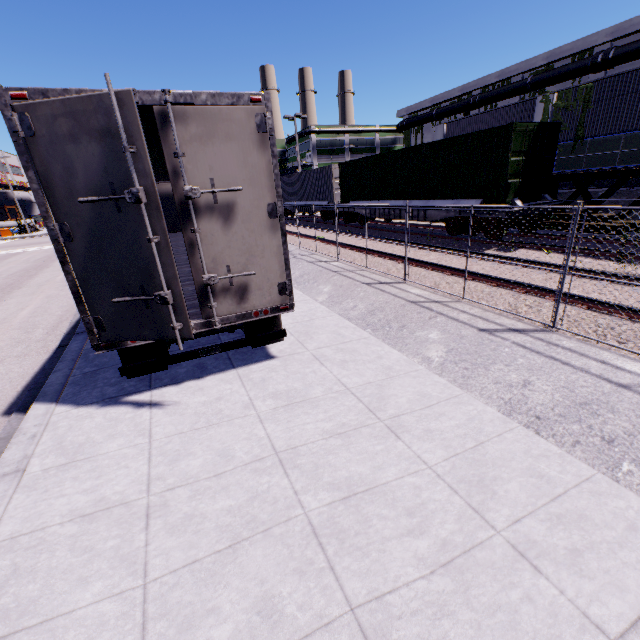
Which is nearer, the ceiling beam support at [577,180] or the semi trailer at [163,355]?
the semi trailer at [163,355]

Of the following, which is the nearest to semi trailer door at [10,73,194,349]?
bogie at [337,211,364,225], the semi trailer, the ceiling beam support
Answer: the semi trailer

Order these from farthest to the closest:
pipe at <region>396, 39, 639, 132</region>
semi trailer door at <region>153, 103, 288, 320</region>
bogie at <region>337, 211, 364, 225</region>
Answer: bogie at <region>337, 211, 364, 225</region>
pipe at <region>396, 39, 639, 132</region>
semi trailer door at <region>153, 103, 288, 320</region>

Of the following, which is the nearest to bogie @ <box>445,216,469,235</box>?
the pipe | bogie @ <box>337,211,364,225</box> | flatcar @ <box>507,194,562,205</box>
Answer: flatcar @ <box>507,194,562,205</box>

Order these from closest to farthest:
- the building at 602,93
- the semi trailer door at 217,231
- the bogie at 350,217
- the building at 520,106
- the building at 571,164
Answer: the semi trailer door at 217,231, the building at 602,93, the building at 571,164, the building at 520,106, the bogie at 350,217

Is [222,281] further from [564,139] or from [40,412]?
[564,139]

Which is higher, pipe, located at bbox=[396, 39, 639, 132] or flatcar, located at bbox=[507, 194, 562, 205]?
pipe, located at bbox=[396, 39, 639, 132]

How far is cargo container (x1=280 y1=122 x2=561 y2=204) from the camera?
11.5m
